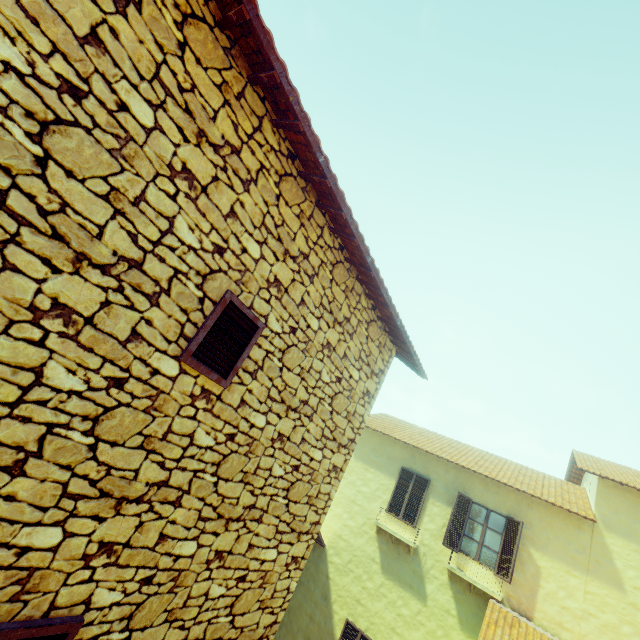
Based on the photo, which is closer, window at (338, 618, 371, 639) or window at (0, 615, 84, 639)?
window at (0, 615, 84, 639)

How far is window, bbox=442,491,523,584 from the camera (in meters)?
9.38

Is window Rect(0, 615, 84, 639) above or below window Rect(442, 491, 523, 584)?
below

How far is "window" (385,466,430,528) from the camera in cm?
1115

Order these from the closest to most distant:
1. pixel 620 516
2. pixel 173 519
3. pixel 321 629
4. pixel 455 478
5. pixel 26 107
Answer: pixel 26 107, pixel 173 519, pixel 620 516, pixel 321 629, pixel 455 478

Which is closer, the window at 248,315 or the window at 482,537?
the window at 248,315

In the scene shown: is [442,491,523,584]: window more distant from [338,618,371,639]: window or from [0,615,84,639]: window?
[0,615,84,639]: window

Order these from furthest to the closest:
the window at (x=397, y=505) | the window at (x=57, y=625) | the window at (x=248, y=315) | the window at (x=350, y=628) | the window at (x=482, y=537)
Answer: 1. the window at (x=397, y=505)
2. the window at (x=350, y=628)
3. the window at (x=482, y=537)
4. the window at (x=248, y=315)
5. the window at (x=57, y=625)
